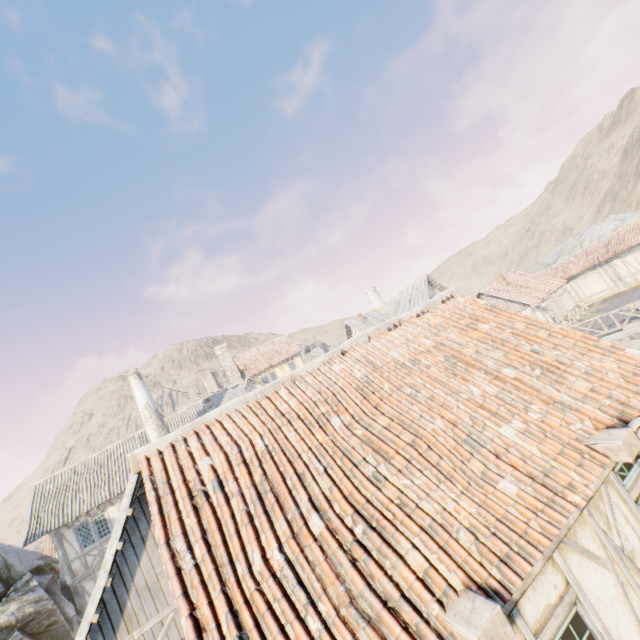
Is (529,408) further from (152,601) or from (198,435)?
(152,601)

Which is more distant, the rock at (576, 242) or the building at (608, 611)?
the rock at (576, 242)

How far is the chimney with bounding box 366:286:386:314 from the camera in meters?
36.3

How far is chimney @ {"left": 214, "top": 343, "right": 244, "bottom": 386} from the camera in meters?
35.4 m

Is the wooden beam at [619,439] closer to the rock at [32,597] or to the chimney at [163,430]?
the rock at [32,597]

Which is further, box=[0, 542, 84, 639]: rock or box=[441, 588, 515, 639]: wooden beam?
box=[0, 542, 84, 639]: rock

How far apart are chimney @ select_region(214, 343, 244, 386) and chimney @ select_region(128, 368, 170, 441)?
14.4m

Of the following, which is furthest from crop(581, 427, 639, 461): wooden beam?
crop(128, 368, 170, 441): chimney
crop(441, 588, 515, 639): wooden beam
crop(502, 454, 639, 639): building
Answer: crop(128, 368, 170, 441): chimney
